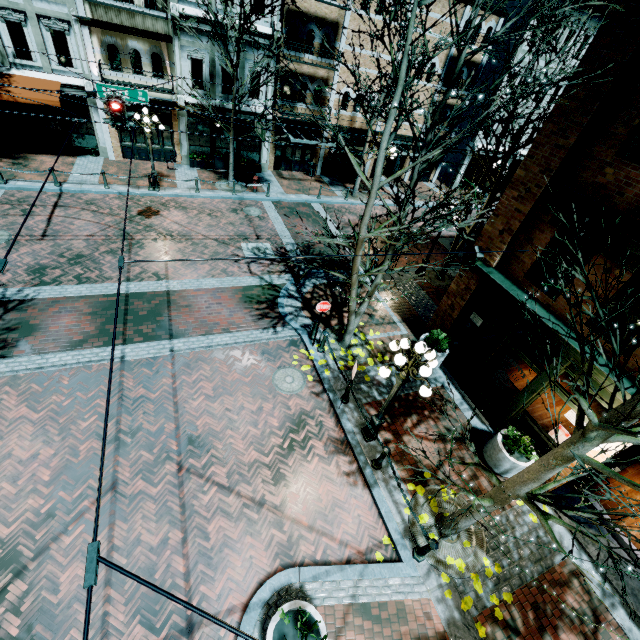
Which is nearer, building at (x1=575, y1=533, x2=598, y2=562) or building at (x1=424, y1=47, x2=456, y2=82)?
building at (x1=575, y1=533, x2=598, y2=562)

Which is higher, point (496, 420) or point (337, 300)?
point (496, 420)

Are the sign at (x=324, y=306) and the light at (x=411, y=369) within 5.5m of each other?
yes

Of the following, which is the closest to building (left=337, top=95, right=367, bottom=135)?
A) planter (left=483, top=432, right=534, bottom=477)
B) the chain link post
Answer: planter (left=483, top=432, right=534, bottom=477)

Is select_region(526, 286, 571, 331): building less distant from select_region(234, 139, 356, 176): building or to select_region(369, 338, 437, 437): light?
select_region(369, 338, 437, 437): light

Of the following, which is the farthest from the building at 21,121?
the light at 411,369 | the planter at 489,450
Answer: the planter at 489,450

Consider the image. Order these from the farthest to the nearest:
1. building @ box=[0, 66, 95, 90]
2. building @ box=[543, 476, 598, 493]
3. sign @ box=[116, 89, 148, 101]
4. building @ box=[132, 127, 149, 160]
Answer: building @ box=[132, 127, 149, 160], building @ box=[0, 66, 95, 90], sign @ box=[116, 89, 148, 101], building @ box=[543, 476, 598, 493]

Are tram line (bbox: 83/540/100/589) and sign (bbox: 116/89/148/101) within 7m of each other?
no
